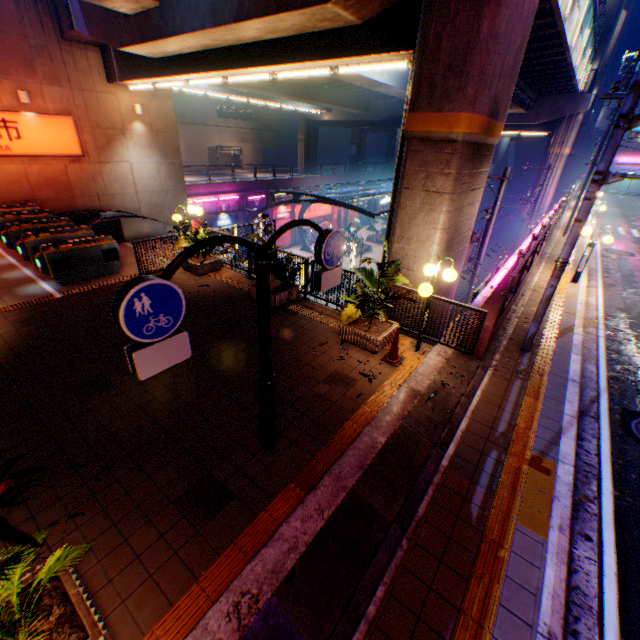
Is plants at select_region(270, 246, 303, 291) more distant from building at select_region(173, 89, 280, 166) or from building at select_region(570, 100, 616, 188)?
building at select_region(570, 100, 616, 188)

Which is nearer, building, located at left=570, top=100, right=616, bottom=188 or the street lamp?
the street lamp

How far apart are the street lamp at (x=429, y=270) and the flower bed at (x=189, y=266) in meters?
7.2

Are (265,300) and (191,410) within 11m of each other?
yes

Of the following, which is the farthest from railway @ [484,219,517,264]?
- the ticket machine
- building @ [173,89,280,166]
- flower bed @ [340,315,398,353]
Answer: building @ [173,89,280,166]

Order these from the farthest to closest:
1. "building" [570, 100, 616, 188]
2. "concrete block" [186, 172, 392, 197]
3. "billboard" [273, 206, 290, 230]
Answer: "building" [570, 100, 616, 188]
"billboard" [273, 206, 290, 230]
"concrete block" [186, 172, 392, 197]

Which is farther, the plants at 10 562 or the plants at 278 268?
the plants at 278 268

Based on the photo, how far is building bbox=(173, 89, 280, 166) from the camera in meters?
42.4
